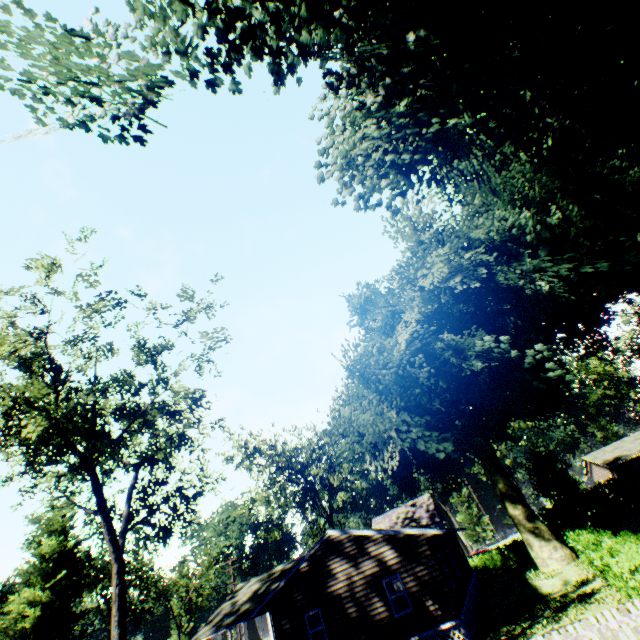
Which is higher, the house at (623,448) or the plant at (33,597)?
the plant at (33,597)

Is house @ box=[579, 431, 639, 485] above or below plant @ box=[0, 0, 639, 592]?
below

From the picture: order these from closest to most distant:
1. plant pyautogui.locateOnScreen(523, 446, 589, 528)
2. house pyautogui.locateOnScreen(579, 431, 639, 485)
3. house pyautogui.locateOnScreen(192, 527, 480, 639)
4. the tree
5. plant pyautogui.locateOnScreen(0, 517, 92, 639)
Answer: the tree < house pyautogui.locateOnScreen(192, 527, 480, 639) < plant pyautogui.locateOnScreen(0, 517, 92, 639) < plant pyautogui.locateOnScreen(523, 446, 589, 528) < house pyautogui.locateOnScreen(579, 431, 639, 485)

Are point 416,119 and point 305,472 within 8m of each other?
no

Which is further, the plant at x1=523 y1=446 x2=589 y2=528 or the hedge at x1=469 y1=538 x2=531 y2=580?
the hedge at x1=469 y1=538 x2=531 y2=580

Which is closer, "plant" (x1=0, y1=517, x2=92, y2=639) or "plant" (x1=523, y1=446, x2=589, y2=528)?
"plant" (x1=0, y1=517, x2=92, y2=639)

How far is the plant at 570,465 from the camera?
32.9 meters

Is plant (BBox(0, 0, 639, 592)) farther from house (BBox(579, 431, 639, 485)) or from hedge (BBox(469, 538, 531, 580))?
house (BBox(579, 431, 639, 485))
